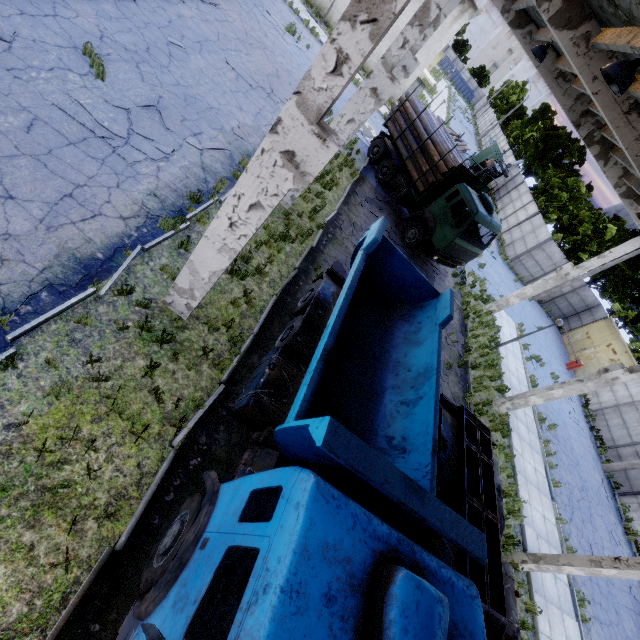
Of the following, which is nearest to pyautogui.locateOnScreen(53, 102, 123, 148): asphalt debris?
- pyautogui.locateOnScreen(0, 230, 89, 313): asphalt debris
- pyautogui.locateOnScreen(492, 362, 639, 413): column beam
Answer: pyautogui.locateOnScreen(492, 362, 639, 413): column beam

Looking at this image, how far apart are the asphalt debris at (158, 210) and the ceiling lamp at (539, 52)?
10.9 meters

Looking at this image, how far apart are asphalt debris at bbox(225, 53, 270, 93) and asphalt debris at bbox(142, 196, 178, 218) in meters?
8.3 m

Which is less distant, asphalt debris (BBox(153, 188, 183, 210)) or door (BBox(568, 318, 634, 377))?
asphalt debris (BBox(153, 188, 183, 210))

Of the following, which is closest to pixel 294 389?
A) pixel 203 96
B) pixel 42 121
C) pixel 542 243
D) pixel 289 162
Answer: pixel 289 162

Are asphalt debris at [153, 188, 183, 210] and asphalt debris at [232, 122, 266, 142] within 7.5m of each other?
yes

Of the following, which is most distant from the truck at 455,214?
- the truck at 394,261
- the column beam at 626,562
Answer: the column beam at 626,562

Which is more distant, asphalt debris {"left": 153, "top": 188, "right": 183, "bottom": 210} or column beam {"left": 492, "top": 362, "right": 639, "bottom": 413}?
column beam {"left": 492, "top": 362, "right": 639, "bottom": 413}
